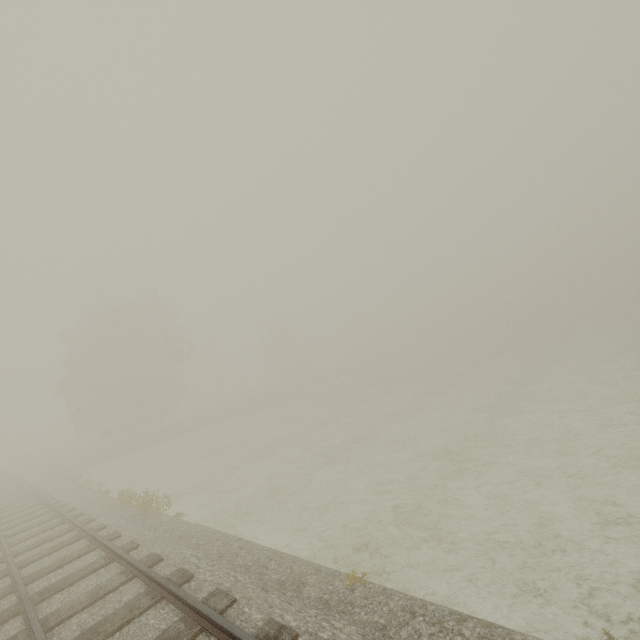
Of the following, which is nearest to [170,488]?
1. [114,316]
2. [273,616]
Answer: [273,616]
